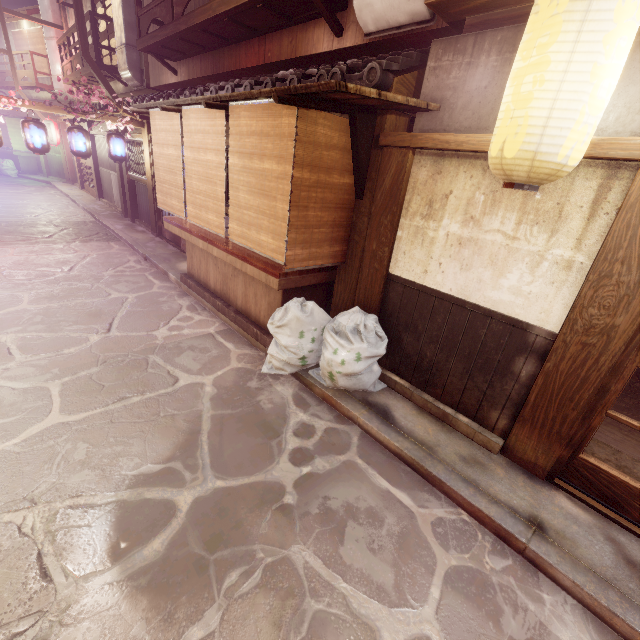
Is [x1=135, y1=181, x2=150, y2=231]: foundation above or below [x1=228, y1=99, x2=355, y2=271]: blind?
below

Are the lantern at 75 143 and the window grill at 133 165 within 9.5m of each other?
yes

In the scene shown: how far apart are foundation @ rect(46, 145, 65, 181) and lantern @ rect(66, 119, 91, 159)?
26.63m

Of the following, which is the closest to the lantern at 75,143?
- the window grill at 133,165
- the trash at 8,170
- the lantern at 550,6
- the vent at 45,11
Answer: the window grill at 133,165

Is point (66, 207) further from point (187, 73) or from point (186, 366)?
point (186, 366)

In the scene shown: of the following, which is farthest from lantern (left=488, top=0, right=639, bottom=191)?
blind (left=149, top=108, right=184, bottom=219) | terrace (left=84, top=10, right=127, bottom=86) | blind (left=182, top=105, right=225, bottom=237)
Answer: terrace (left=84, top=10, right=127, bottom=86)

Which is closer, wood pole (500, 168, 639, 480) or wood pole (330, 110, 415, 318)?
wood pole (500, 168, 639, 480)

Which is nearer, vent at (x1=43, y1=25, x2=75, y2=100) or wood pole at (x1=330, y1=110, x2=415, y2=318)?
wood pole at (x1=330, y1=110, x2=415, y2=318)
